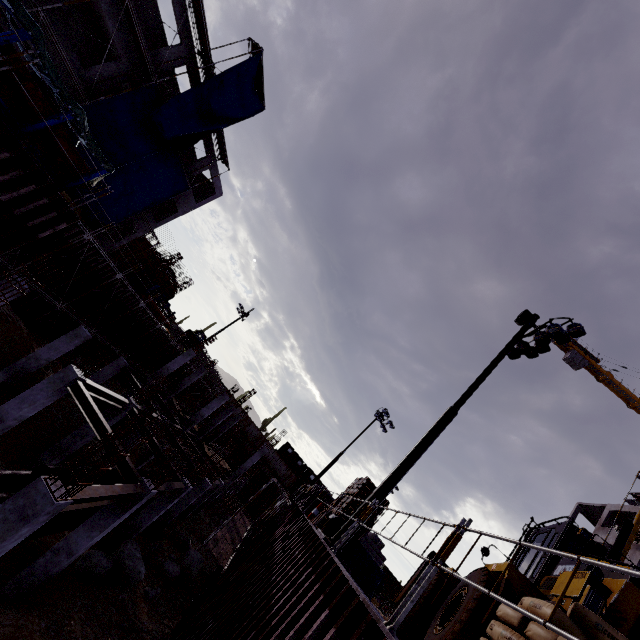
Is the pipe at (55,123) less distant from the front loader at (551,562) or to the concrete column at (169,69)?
the concrete column at (169,69)

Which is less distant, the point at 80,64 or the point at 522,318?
the point at 522,318

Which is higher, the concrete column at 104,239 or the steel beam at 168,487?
the concrete column at 104,239

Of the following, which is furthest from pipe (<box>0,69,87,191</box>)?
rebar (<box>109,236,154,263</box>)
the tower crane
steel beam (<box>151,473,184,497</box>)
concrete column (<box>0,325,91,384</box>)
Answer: the tower crane

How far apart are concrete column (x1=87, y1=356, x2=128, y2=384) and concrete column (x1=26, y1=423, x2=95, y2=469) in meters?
6.2

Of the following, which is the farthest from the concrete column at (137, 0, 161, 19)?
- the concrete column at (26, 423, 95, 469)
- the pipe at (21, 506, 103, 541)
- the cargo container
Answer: the cargo container

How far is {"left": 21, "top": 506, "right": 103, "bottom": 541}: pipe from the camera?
9.7m

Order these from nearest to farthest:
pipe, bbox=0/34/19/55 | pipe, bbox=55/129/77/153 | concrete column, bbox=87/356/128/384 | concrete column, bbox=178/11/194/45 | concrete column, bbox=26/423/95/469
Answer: pipe, bbox=0/34/19/55
pipe, bbox=55/129/77/153
concrete column, bbox=26/423/95/469
concrete column, bbox=178/11/194/45
concrete column, bbox=87/356/128/384
